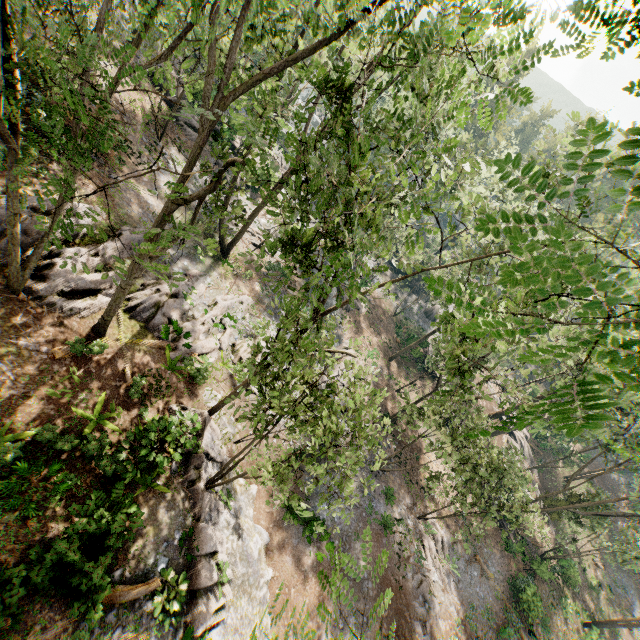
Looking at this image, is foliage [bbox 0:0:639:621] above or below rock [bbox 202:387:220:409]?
above

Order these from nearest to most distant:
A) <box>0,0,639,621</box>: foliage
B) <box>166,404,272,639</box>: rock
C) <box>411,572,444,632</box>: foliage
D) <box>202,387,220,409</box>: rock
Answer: <box>0,0,639,621</box>: foliage < <box>166,404,272,639</box>: rock < <box>202,387,220,409</box>: rock < <box>411,572,444,632</box>: foliage

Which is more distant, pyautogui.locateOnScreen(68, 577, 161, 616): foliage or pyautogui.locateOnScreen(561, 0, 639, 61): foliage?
pyautogui.locateOnScreen(68, 577, 161, 616): foliage

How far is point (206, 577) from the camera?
11.7m

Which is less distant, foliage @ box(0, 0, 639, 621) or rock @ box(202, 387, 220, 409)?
foliage @ box(0, 0, 639, 621)

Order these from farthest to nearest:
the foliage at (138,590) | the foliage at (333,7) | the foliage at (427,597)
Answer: the foliage at (427,597) → the foliage at (138,590) → the foliage at (333,7)

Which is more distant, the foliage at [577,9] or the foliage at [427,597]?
the foliage at [427,597]
